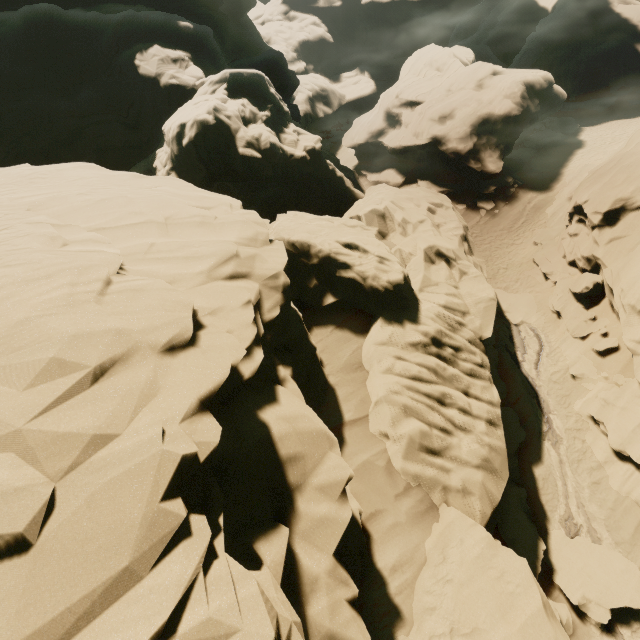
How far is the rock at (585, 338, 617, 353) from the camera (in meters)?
14.24

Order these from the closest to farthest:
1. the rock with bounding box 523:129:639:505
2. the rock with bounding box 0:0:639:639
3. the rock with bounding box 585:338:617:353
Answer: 1. the rock with bounding box 0:0:639:639
2. the rock with bounding box 523:129:639:505
3. the rock with bounding box 585:338:617:353

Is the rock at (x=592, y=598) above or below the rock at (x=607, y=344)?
above

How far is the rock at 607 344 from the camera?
14.2 meters

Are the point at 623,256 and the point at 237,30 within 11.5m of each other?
no

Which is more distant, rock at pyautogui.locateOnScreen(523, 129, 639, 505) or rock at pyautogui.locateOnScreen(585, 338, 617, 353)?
rock at pyautogui.locateOnScreen(585, 338, 617, 353)
